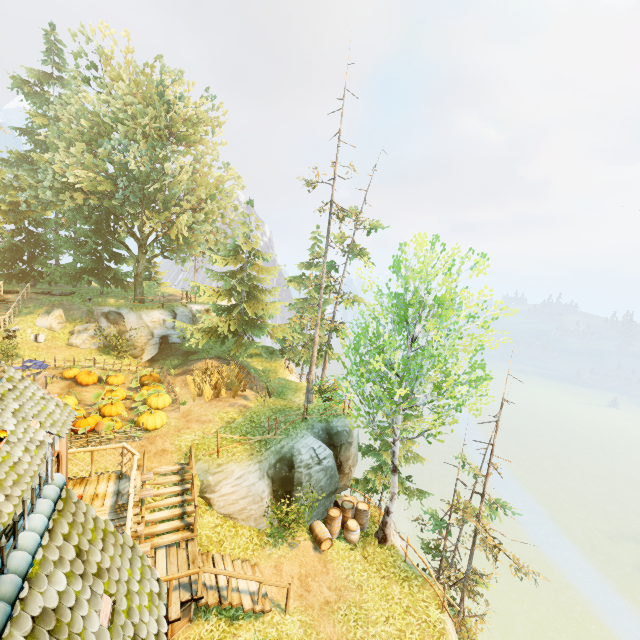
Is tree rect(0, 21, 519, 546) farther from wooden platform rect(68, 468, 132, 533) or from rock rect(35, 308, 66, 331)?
wooden platform rect(68, 468, 132, 533)

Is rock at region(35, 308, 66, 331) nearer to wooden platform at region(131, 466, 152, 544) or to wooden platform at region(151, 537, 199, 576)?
wooden platform at region(131, 466, 152, 544)

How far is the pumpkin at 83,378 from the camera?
19.0m

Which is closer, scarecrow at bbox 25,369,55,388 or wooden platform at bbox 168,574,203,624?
wooden platform at bbox 168,574,203,624

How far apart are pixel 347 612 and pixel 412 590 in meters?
2.7 m

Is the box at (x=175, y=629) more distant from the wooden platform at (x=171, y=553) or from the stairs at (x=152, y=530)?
the stairs at (x=152, y=530)

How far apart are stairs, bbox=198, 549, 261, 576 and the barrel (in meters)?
4.12

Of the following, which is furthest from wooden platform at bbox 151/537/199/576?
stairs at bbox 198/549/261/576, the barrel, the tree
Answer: the tree
